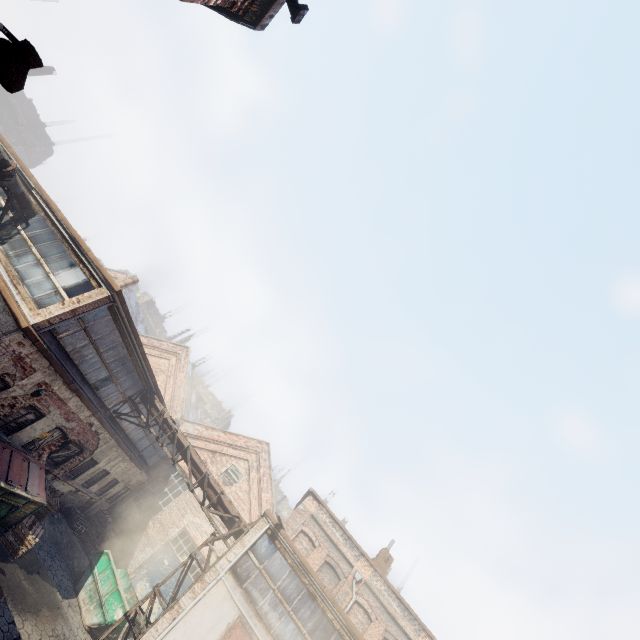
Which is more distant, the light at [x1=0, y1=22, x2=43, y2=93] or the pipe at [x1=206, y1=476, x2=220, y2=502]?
the pipe at [x1=206, y1=476, x2=220, y2=502]

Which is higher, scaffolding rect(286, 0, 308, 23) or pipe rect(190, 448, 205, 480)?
scaffolding rect(286, 0, 308, 23)

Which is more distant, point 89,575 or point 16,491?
point 89,575

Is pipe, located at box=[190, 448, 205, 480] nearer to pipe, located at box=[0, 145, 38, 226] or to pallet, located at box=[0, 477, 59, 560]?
pallet, located at box=[0, 477, 59, 560]

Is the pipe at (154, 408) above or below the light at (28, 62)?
above

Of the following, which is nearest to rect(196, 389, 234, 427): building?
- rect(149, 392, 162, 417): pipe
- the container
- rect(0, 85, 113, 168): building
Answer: rect(0, 85, 113, 168): building

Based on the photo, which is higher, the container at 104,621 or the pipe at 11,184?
the pipe at 11,184

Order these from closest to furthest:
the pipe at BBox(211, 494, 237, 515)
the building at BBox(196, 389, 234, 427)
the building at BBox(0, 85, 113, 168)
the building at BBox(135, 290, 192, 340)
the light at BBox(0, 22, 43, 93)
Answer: the light at BBox(0, 22, 43, 93) < the pipe at BBox(211, 494, 237, 515) < the building at BBox(0, 85, 113, 168) < the building at BBox(196, 389, 234, 427) < the building at BBox(135, 290, 192, 340)
